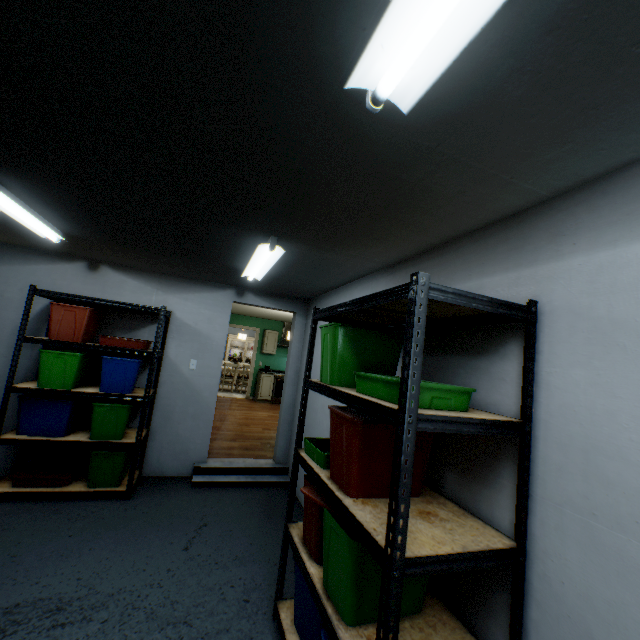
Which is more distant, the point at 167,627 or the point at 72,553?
the point at 72,553

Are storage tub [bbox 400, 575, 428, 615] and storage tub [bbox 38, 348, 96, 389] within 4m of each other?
yes

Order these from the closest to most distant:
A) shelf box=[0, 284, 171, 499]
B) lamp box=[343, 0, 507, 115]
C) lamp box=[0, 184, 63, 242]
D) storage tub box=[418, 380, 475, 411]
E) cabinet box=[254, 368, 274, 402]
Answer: lamp box=[343, 0, 507, 115] → storage tub box=[418, 380, 475, 411] → lamp box=[0, 184, 63, 242] → shelf box=[0, 284, 171, 499] → cabinet box=[254, 368, 274, 402]

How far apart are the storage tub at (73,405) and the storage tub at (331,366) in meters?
2.8 m

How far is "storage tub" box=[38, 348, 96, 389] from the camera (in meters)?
3.10

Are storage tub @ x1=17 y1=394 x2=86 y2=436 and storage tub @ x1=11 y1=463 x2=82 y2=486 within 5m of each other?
yes

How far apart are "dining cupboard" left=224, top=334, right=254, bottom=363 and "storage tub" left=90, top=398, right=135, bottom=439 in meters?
9.0

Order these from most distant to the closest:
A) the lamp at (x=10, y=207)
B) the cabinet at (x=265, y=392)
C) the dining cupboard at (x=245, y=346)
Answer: the dining cupboard at (x=245, y=346)
the cabinet at (x=265, y=392)
the lamp at (x=10, y=207)
